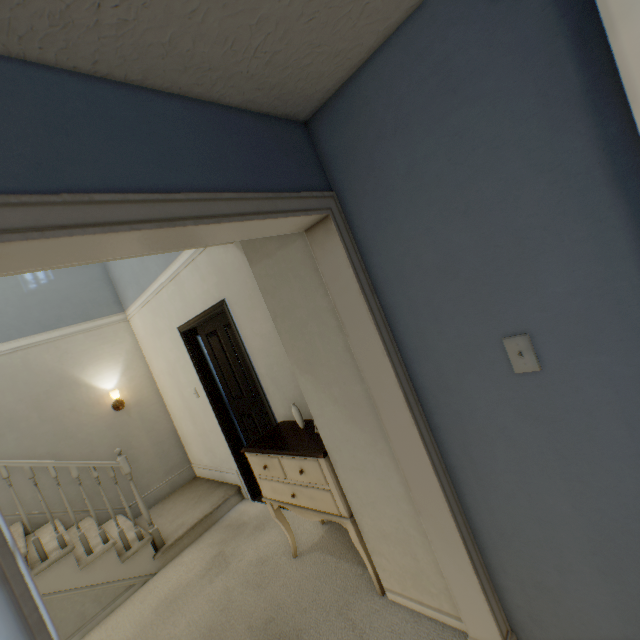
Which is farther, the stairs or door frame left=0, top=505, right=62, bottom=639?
the stairs

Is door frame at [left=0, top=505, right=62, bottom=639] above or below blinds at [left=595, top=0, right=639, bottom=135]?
below

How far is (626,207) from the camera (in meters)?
0.81

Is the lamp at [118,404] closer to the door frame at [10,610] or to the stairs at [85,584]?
the stairs at [85,584]

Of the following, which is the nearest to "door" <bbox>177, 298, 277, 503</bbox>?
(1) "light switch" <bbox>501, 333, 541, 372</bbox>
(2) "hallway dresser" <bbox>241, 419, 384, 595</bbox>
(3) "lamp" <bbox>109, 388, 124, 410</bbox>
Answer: (2) "hallway dresser" <bbox>241, 419, 384, 595</bbox>

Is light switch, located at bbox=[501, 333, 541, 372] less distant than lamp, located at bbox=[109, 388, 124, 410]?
Yes

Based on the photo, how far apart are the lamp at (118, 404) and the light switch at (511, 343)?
4.59m

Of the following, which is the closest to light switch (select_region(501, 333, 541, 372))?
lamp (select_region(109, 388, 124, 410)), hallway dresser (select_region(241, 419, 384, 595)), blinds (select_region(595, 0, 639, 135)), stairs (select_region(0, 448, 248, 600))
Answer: blinds (select_region(595, 0, 639, 135))
